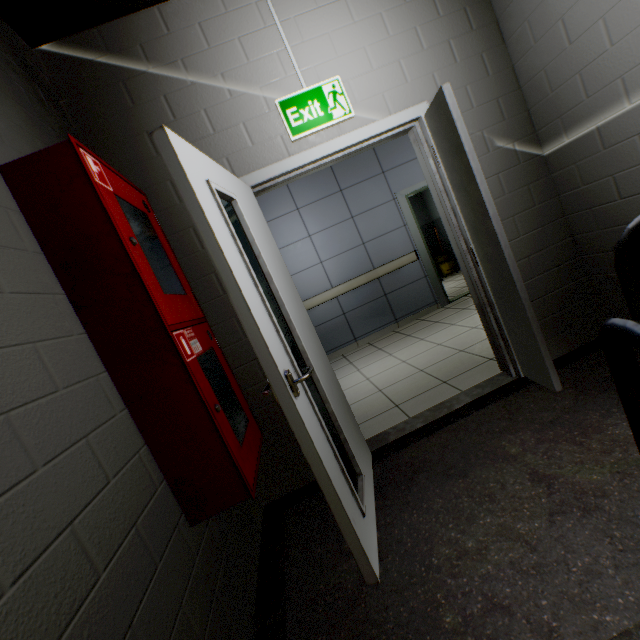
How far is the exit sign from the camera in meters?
2.2 m

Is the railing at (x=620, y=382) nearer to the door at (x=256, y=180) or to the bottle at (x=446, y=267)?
the door at (x=256, y=180)

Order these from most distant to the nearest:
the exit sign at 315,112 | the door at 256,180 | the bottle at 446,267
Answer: the bottle at 446,267
the exit sign at 315,112
the door at 256,180

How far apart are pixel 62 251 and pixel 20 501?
0.89m

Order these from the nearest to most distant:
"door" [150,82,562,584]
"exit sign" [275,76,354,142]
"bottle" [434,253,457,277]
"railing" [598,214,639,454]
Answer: "railing" [598,214,639,454]
"door" [150,82,562,584]
"exit sign" [275,76,354,142]
"bottle" [434,253,457,277]

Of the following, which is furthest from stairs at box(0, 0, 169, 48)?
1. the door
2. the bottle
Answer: the bottle

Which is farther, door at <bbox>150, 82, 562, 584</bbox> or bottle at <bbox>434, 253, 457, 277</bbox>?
bottle at <bbox>434, 253, 457, 277</bbox>

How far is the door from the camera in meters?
1.3
